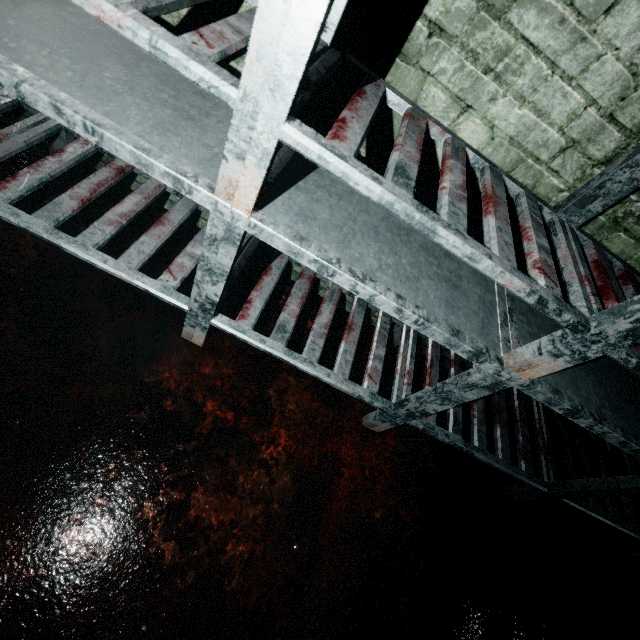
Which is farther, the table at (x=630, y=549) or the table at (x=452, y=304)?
the table at (x=630, y=549)

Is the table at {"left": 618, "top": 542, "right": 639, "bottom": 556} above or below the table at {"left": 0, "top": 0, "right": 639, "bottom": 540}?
below

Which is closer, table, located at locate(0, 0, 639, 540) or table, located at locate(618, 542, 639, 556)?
table, located at locate(0, 0, 639, 540)

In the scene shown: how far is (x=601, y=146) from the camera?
1.05m

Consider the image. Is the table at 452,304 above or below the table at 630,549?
above
